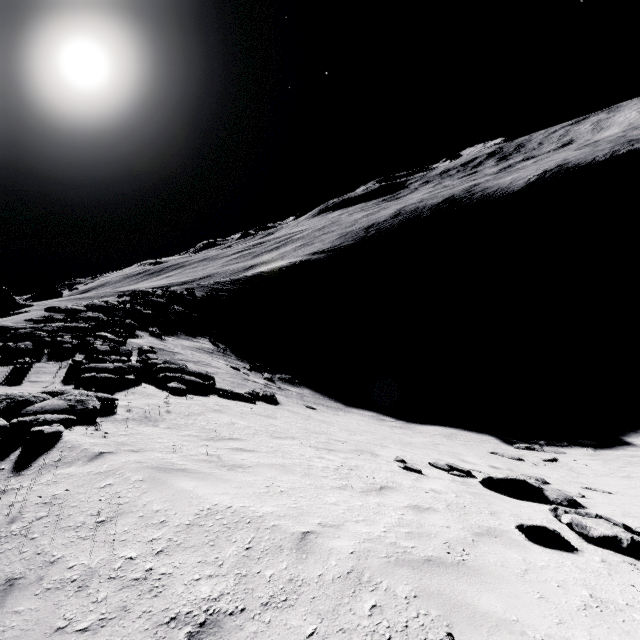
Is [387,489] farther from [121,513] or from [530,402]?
[530,402]

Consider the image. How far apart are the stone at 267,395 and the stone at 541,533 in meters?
12.6 m

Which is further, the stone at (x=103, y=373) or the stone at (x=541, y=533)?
the stone at (x=103, y=373)

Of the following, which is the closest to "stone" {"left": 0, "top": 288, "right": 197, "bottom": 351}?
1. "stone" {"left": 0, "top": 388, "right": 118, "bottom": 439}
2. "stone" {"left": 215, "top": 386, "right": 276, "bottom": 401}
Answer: "stone" {"left": 215, "top": 386, "right": 276, "bottom": 401}

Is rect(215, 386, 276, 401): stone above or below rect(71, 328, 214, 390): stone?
below

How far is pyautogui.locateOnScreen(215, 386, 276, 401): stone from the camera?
15.0m

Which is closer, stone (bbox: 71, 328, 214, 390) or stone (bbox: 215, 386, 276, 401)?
stone (bbox: 71, 328, 214, 390)

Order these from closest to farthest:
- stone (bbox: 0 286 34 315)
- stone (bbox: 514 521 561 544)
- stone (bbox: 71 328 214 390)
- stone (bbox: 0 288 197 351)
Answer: stone (bbox: 514 521 561 544), stone (bbox: 71 328 214 390), stone (bbox: 0 288 197 351), stone (bbox: 0 286 34 315)
